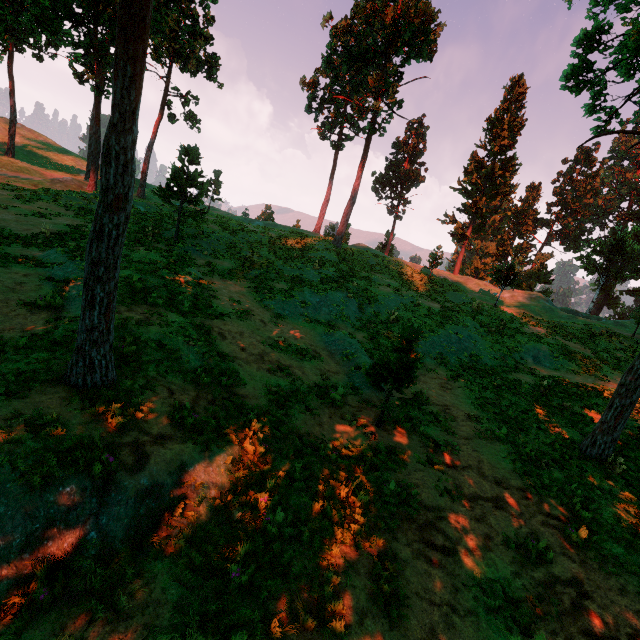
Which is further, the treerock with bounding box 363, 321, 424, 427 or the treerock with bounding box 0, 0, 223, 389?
the treerock with bounding box 363, 321, 424, 427

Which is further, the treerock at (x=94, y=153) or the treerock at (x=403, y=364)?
the treerock at (x=403, y=364)

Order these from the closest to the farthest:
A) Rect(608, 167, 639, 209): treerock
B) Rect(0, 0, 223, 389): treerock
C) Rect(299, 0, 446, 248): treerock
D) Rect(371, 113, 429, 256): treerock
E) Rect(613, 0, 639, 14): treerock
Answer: Rect(0, 0, 223, 389): treerock
Rect(613, 0, 639, 14): treerock
Rect(299, 0, 446, 248): treerock
Rect(371, 113, 429, 256): treerock
Rect(608, 167, 639, 209): treerock

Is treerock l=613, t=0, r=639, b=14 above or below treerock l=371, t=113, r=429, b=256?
above

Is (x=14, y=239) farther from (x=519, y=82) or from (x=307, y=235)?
(x=519, y=82)
